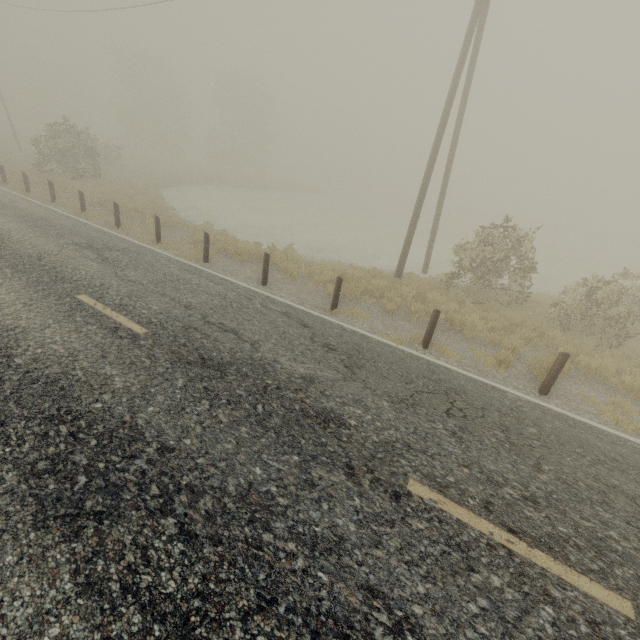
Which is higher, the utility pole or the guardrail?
the utility pole

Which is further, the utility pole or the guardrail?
the utility pole

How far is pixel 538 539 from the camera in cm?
355

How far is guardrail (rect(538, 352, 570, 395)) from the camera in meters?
6.4

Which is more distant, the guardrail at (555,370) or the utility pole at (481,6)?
the utility pole at (481,6)

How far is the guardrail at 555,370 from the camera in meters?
6.4 m
